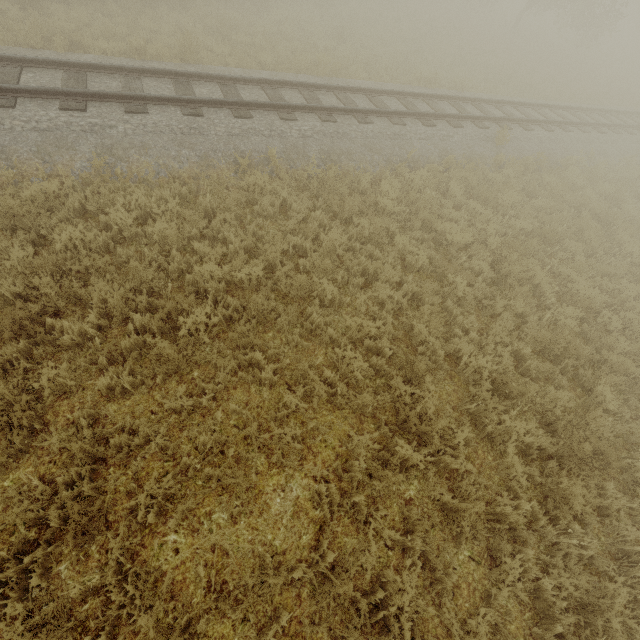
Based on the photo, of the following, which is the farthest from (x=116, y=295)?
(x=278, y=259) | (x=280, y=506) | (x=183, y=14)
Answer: (x=183, y=14)
